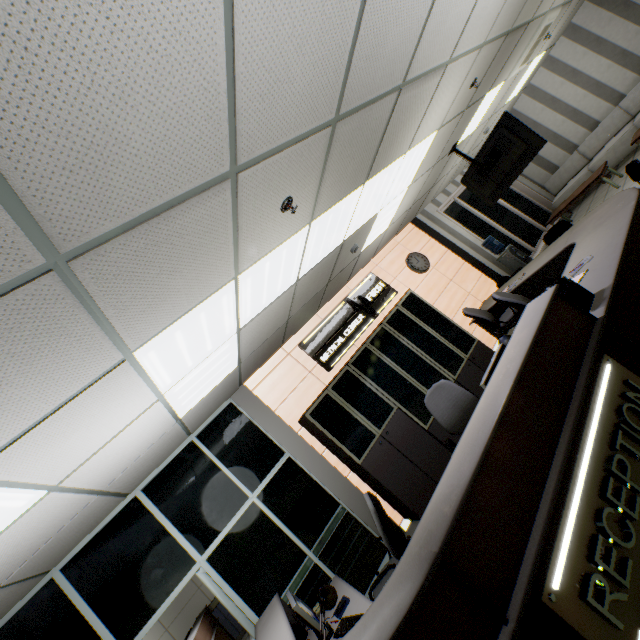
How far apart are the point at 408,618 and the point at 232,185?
→ 2.4 meters

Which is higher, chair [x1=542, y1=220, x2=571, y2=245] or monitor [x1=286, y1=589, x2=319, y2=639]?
monitor [x1=286, y1=589, x2=319, y2=639]

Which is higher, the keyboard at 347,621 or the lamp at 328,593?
Answer: the lamp at 328,593

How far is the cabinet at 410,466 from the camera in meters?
4.6

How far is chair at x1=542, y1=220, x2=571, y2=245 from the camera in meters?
5.9

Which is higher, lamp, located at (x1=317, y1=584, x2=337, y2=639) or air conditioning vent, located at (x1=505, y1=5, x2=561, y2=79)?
air conditioning vent, located at (x1=505, y1=5, x2=561, y2=79)

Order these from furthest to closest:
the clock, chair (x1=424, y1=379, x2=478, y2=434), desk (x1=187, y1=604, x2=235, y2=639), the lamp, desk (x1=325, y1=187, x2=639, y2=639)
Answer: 1. the clock
2. desk (x1=187, y1=604, x2=235, y2=639)
3. chair (x1=424, y1=379, x2=478, y2=434)
4. the lamp
5. desk (x1=325, y1=187, x2=639, y2=639)

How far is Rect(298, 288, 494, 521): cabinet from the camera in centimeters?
457cm
